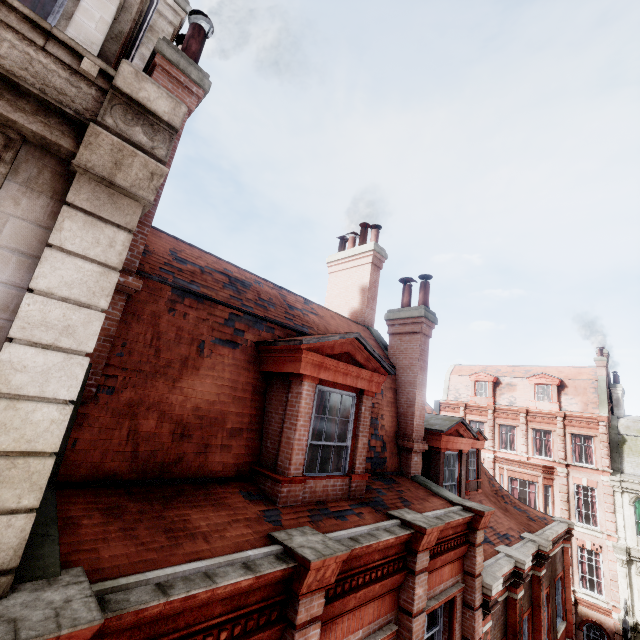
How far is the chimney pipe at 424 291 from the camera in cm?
931

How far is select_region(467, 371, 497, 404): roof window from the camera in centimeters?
3027cm

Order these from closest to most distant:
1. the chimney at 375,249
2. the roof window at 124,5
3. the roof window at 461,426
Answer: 1. the roof window at 124,5
2. the roof window at 461,426
3. the chimney at 375,249

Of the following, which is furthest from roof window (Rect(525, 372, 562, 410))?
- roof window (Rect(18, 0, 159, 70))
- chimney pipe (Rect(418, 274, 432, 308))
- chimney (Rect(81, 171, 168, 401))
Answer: roof window (Rect(18, 0, 159, 70))

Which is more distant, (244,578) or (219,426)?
(219,426)

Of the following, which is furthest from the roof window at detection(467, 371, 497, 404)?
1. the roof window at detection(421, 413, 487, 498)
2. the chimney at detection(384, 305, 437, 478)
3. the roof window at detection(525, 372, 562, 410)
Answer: the chimney at detection(384, 305, 437, 478)

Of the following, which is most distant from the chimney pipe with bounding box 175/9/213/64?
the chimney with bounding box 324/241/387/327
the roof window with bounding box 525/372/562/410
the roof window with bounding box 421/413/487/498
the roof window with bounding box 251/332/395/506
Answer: the roof window with bounding box 525/372/562/410

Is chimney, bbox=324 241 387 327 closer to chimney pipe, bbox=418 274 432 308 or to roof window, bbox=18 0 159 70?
chimney pipe, bbox=418 274 432 308
